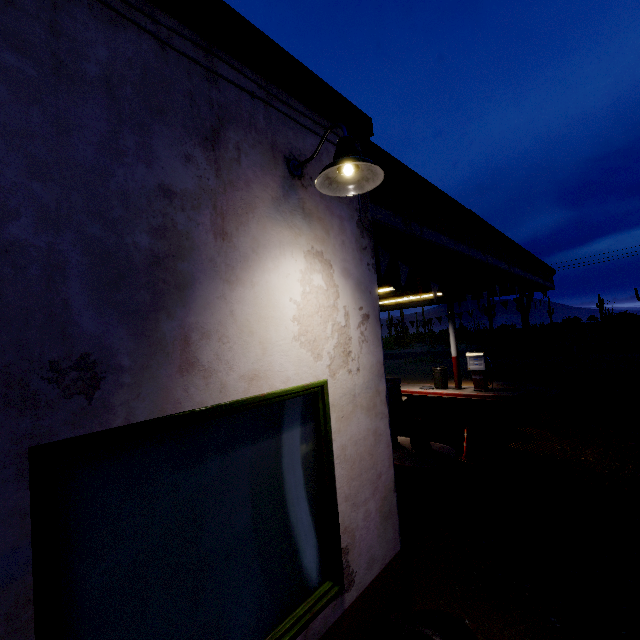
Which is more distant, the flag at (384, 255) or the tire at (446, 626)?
the flag at (384, 255)

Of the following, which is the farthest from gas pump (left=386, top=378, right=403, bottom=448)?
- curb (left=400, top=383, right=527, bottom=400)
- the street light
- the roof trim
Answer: curb (left=400, top=383, right=527, bottom=400)

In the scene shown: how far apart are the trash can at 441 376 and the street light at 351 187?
12.56m

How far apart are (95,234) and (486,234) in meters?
6.5 m

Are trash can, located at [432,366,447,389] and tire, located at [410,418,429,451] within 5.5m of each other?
no

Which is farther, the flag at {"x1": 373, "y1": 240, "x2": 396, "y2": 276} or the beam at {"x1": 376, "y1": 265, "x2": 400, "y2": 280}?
the beam at {"x1": 376, "y1": 265, "x2": 400, "y2": 280}

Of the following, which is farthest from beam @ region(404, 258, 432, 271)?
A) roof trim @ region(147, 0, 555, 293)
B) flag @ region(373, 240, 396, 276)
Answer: flag @ region(373, 240, 396, 276)

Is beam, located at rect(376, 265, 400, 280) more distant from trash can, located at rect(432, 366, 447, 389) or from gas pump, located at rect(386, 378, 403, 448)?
trash can, located at rect(432, 366, 447, 389)
